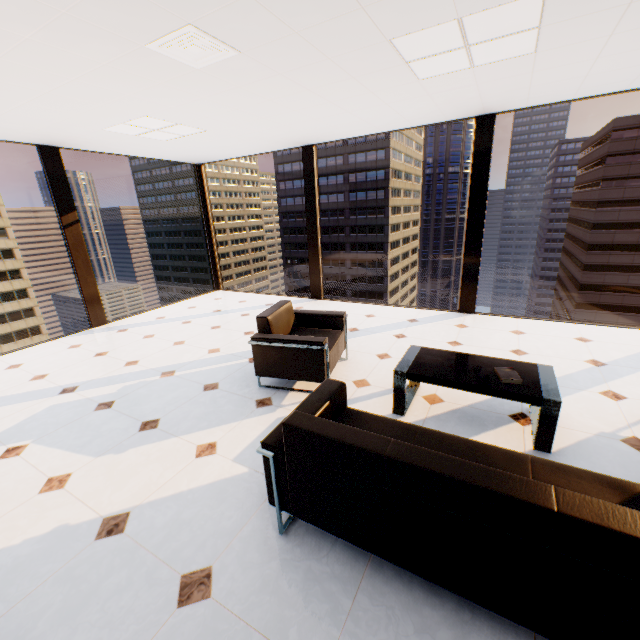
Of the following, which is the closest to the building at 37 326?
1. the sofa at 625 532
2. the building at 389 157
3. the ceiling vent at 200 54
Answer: the building at 389 157

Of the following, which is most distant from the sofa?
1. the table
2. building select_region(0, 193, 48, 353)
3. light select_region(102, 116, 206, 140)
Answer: building select_region(0, 193, 48, 353)

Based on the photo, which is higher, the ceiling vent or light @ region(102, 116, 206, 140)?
light @ region(102, 116, 206, 140)

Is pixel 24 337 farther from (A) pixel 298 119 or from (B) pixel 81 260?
(A) pixel 298 119

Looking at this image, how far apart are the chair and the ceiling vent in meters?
2.2

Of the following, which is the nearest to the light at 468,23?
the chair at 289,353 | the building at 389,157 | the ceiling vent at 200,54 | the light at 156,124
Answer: the ceiling vent at 200,54

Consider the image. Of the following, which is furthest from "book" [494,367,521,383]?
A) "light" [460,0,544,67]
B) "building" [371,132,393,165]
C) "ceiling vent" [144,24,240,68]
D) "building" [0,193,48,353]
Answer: "building" [0,193,48,353]

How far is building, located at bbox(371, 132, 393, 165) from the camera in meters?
58.8 m
